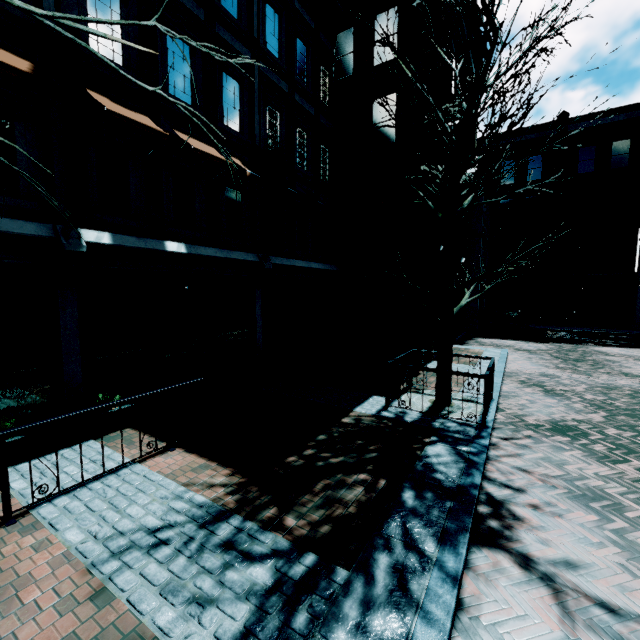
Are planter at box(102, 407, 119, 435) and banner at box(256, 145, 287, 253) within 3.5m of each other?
no

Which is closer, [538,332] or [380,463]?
[380,463]

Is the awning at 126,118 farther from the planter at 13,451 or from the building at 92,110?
the planter at 13,451

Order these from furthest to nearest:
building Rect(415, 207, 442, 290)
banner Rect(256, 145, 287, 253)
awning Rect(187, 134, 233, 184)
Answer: building Rect(415, 207, 442, 290) < banner Rect(256, 145, 287, 253) < awning Rect(187, 134, 233, 184)

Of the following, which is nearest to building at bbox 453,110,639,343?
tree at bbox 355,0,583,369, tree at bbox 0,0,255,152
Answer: tree at bbox 355,0,583,369

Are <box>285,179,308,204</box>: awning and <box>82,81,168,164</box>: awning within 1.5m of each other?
no

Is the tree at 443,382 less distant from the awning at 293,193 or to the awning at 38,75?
the awning at 293,193

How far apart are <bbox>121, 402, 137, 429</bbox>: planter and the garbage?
7.7m
